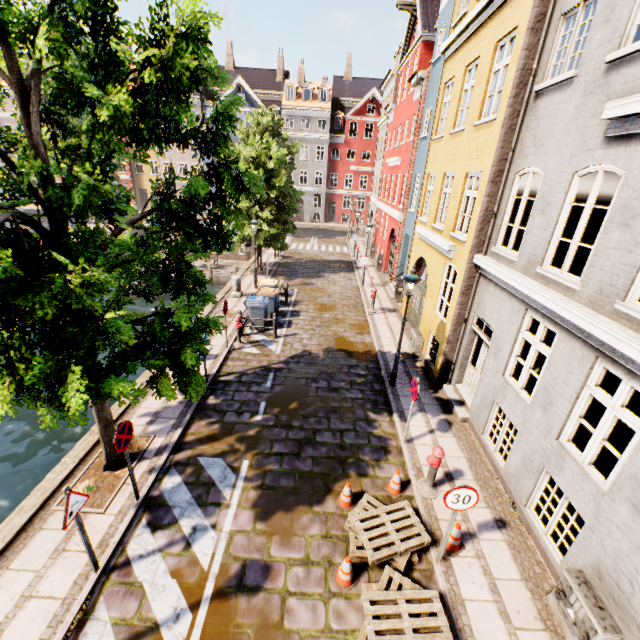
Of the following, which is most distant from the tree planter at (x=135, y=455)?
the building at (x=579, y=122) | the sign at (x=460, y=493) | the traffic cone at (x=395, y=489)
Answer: the building at (x=579, y=122)

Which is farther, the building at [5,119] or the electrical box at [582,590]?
the building at [5,119]

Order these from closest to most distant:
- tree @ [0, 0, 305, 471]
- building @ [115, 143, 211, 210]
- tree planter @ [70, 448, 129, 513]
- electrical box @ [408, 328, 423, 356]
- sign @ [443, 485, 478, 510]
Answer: tree @ [0, 0, 305, 471] < sign @ [443, 485, 478, 510] < tree planter @ [70, 448, 129, 513] < electrical box @ [408, 328, 423, 356] < building @ [115, 143, 211, 210]

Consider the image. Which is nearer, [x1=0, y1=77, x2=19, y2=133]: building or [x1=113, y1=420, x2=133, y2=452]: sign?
[x1=113, y1=420, x2=133, y2=452]: sign

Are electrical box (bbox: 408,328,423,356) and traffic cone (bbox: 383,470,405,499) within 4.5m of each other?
no

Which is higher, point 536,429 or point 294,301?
point 536,429

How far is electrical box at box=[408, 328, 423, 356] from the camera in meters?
12.1

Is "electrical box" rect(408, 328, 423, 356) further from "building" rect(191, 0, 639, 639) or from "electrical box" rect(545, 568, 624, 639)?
"building" rect(191, 0, 639, 639)
